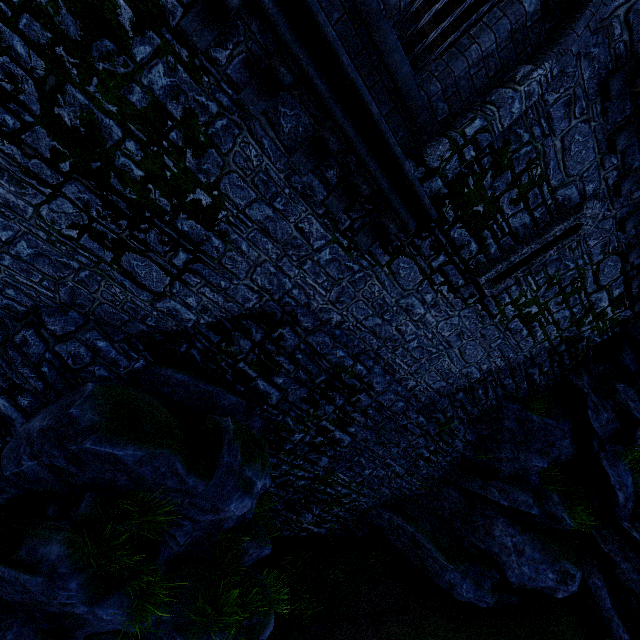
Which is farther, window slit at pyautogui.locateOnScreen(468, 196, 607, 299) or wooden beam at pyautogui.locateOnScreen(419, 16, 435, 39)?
wooden beam at pyautogui.locateOnScreen(419, 16, 435, 39)

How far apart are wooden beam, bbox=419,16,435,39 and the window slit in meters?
5.5 m

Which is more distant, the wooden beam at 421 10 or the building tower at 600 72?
the wooden beam at 421 10

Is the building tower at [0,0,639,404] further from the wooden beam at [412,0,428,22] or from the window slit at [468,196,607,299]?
the wooden beam at [412,0,428,22]

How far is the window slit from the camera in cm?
631

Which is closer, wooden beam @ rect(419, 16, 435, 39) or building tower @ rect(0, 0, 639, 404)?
building tower @ rect(0, 0, 639, 404)

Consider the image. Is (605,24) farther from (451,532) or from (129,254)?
(451,532)

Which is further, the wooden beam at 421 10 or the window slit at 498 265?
the wooden beam at 421 10
